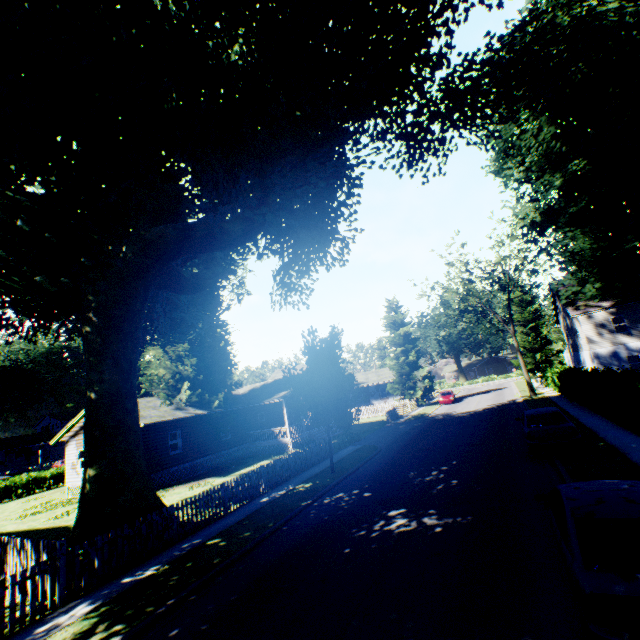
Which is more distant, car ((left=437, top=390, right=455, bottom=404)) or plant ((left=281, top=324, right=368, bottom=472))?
car ((left=437, top=390, right=455, bottom=404))

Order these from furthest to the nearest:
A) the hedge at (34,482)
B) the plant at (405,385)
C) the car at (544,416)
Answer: the plant at (405,385), the hedge at (34,482), the car at (544,416)

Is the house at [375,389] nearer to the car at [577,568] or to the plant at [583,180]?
the plant at [583,180]

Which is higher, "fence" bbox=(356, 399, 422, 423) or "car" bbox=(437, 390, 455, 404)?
"car" bbox=(437, 390, 455, 404)

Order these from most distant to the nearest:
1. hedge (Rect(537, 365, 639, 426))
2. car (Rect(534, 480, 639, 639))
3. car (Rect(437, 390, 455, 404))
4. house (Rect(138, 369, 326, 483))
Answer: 1. car (Rect(437, 390, 455, 404))
2. house (Rect(138, 369, 326, 483))
3. hedge (Rect(537, 365, 639, 426))
4. car (Rect(534, 480, 639, 639))

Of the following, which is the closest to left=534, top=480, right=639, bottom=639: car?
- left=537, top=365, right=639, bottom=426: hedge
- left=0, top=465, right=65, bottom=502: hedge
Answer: left=537, top=365, right=639, bottom=426: hedge

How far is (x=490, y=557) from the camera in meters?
7.0 m
